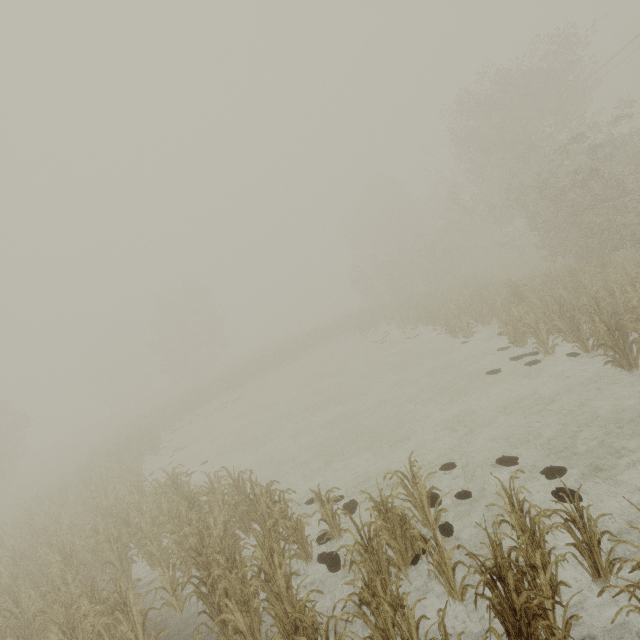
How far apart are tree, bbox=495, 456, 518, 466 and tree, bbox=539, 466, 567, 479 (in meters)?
0.51

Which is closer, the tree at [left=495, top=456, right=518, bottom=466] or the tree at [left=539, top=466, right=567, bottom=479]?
the tree at [left=539, top=466, right=567, bottom=479]

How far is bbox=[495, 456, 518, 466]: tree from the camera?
7.2m

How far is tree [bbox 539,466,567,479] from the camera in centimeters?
637cm

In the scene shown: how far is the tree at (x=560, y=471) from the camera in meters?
6.4

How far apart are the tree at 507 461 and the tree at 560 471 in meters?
0.5

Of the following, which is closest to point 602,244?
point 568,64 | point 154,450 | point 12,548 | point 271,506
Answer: point 568,64
